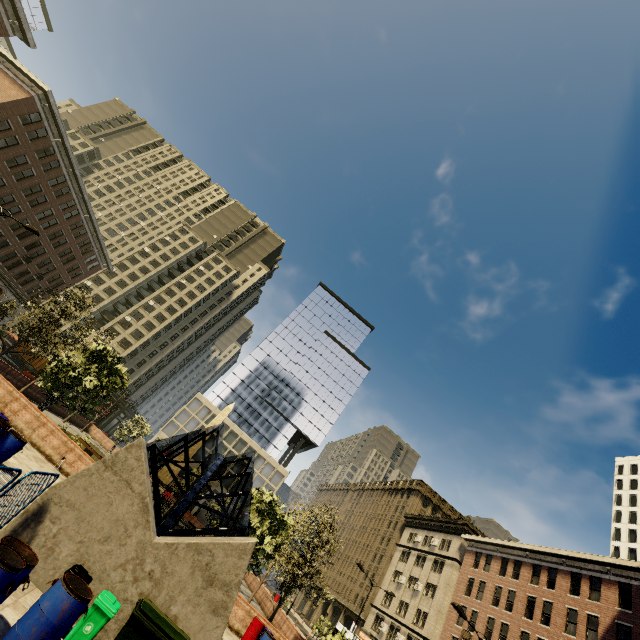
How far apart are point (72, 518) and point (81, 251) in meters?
62.9

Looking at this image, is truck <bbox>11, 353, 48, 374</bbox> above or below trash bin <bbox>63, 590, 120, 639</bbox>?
above

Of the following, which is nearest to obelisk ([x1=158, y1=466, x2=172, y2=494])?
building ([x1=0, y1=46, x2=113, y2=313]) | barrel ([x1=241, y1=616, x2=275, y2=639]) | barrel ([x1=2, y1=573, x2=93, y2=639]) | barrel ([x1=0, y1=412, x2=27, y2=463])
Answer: barrel ([x1=241, y1=616, x2=275, y2=639])

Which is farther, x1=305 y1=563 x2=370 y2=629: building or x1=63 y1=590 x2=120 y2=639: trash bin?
x1=305 y1=563 x2=370 y2=629: building

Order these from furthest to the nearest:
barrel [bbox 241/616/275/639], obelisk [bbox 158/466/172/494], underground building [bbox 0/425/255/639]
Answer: obelisk [bbox 158/466/172/494]
barrel [bbox 241/616/275/639]
underground building [bbox 0/425/255/639]

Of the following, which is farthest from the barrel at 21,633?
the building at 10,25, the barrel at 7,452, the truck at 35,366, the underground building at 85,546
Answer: the truck at 35,366

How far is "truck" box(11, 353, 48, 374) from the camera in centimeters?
5156cm

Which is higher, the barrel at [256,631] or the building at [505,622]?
the building at [505,622]
